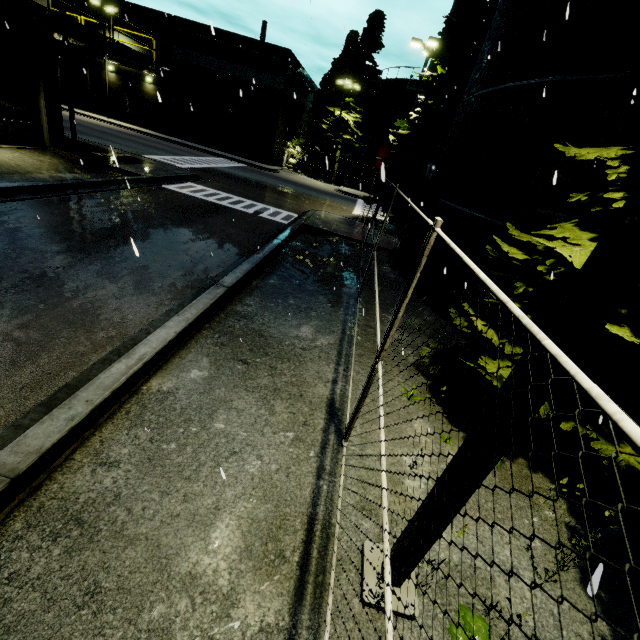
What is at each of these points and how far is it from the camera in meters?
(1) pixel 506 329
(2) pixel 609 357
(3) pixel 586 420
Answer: (1) tree, 4.9 m
(2) tree, 4.4 m
(3) tree, 4.4 m

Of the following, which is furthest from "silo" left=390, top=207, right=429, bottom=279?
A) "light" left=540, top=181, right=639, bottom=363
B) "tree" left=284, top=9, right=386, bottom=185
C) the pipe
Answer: the pipe

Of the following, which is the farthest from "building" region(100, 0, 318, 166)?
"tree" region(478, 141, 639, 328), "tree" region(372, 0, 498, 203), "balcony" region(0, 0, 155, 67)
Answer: "tree" region(478, 141, 639, 328)

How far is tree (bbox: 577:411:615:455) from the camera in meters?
4.0 m

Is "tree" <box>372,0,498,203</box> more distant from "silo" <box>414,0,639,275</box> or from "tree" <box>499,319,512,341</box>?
"tree" <box>499,319,512,341</box>

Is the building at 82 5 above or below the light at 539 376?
above

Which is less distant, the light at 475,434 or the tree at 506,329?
the light at 475,434

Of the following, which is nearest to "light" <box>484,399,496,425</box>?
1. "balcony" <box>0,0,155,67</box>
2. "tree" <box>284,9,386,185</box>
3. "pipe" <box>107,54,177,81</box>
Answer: "balcony" <box>0,0,155,67</box>
